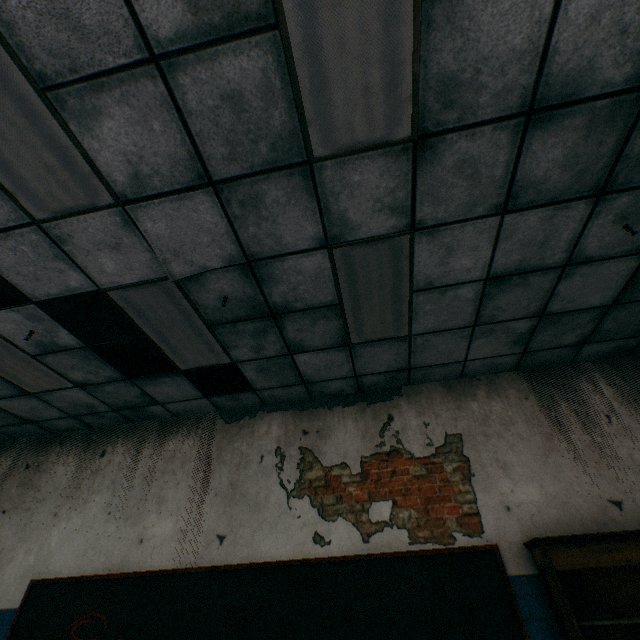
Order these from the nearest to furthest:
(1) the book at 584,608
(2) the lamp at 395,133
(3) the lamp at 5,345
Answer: (2) the lamp at 395,133
(1) the book at 584,608
(3) the lamp at 5,345

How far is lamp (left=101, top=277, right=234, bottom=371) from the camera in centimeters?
280cm

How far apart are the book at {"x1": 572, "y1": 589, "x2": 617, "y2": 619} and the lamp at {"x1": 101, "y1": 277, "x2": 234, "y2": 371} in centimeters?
367cm

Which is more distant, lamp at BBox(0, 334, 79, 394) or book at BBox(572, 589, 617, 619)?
lamp at BBox(0, 334, 79, 394)

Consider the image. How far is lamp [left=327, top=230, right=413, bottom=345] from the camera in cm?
257

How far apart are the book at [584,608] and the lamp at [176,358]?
3.7 meters

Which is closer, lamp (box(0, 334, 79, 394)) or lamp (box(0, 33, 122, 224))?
lamp (box(0, 33, 122, 224))

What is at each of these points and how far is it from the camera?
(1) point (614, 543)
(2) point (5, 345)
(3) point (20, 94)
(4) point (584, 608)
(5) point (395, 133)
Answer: (1) bookcase, 2.6 meters
(2) lamp, 3.3 meters
(3) lamp, 1.7 meters
(4) book, 2.5 meters
(5) lamp, 1.9 meters
